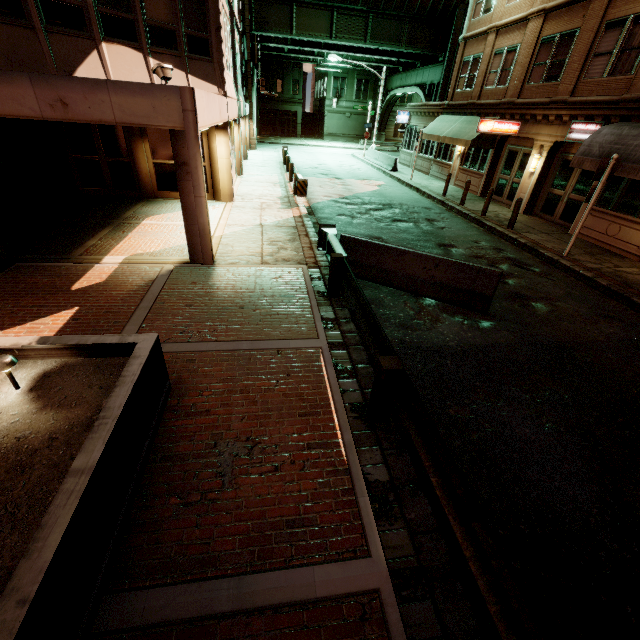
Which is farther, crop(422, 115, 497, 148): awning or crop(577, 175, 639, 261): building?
crop(422, 115, 497, 148): awning

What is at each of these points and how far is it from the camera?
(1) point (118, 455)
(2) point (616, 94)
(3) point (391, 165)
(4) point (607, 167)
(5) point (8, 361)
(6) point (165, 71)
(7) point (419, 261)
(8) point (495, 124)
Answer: (1) planter, 2.99m
(2) building, 11.70m
(3) barrier, 25.64m
(4) sign, 9.52m
(5) ground light, 3.27m
(6) aimable light, 6.72m
(7) barrier, 7.84m
(8) sign, 15.76m

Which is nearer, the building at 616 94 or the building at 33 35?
the building at 33 35

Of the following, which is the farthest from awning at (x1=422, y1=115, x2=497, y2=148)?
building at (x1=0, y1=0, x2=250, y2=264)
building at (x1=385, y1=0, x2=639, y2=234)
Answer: building at (x1=0, y1=0, x2=250, y2=264)

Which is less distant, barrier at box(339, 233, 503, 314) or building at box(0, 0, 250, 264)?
building at box(0, 0, 250, 264)

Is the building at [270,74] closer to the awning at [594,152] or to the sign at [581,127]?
the sign at [581,127]

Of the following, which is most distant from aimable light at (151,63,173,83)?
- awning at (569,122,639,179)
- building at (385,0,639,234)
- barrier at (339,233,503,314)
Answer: building at (385,0,639,234)

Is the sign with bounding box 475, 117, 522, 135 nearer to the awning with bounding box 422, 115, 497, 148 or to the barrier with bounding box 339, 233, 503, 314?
the awning with bounding box 422, 115, 497, 148
